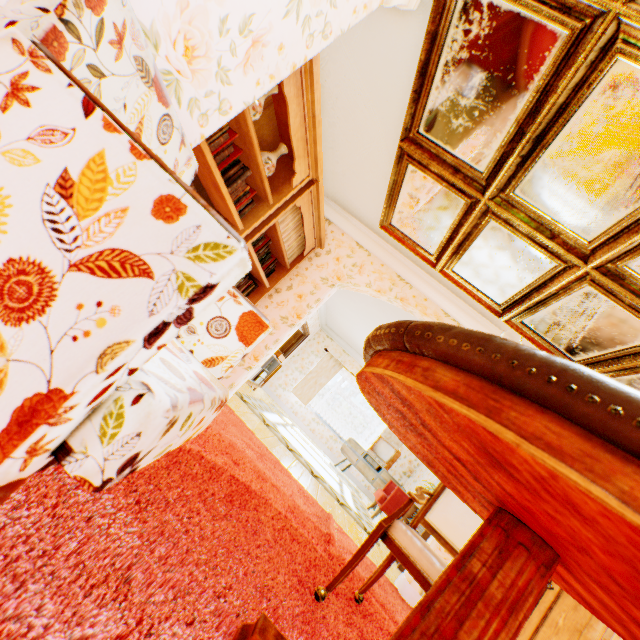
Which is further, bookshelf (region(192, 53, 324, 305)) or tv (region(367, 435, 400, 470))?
tv (region(367, 435, 400, 470))

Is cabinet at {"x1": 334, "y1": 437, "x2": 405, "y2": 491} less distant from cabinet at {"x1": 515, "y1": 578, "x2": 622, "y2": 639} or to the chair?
cabinet at {"x1": 515, "y1": 578, "x2": 622, "y2": 639}

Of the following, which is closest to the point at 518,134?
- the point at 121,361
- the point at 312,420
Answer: the point at 121,361

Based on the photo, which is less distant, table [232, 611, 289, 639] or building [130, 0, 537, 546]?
table [232, 611, 289, 639]

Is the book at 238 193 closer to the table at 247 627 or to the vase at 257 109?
the vase at 257 109

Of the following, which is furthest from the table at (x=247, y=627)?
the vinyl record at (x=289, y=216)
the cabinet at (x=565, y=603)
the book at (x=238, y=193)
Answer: the vinyl record at (x=289, y=216)

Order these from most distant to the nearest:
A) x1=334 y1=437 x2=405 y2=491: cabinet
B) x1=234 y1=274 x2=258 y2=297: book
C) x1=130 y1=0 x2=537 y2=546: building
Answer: x1=334 y1=437 x2=405 y2=491: cabinet
x1=234 y1=274 x2=258 y2=297: book
x1=130 y1=0 x2=537 y2=546: building

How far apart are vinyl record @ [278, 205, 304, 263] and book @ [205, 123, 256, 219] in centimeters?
43cm
